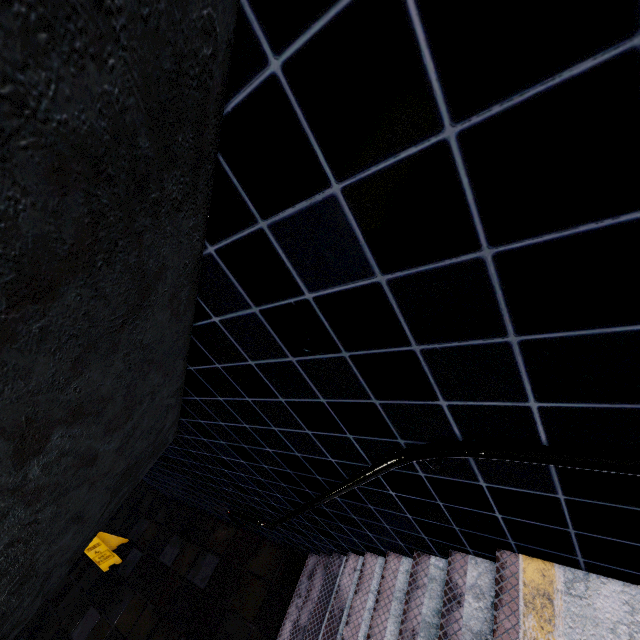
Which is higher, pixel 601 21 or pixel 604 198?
pixel 601 21
